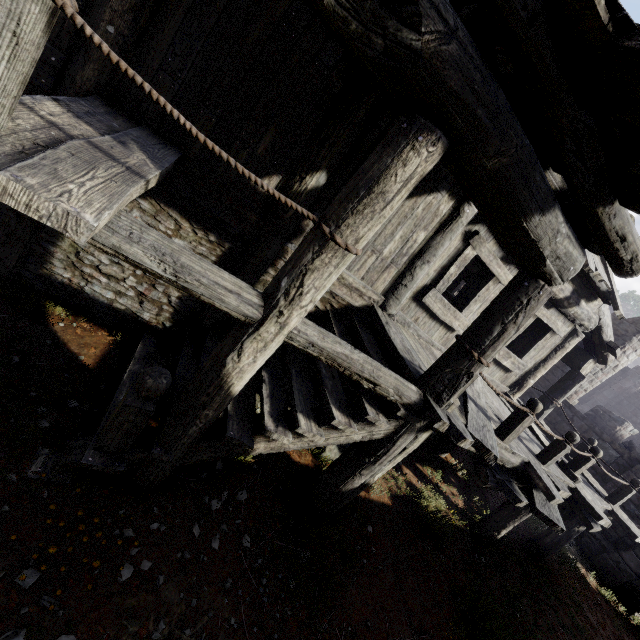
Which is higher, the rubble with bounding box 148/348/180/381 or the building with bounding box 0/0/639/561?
the building with bounding box 0/0/639/561

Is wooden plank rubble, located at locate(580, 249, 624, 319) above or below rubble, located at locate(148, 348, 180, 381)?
above

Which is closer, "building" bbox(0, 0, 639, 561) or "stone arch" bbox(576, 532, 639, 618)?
"building" bbox(0, 0, 639, 561)

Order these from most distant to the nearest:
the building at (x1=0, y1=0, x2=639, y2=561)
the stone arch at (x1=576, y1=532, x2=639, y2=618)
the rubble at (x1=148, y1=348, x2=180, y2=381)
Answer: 1. the stone arch at (x1=576, y1=532, x2=639, y2=618)
2. the rubble at (x1=148, y1=348, x2=180, y2=381)
3. the building at (x1=0, y1=0, x2=639, y2=561)

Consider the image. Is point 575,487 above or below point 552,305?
below

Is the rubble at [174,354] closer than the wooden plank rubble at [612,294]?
Yes

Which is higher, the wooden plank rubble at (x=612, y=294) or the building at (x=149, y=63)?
the wooden plank rubble at (x=612, y=294)

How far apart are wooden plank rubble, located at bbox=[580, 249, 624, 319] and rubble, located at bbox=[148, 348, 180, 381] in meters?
5.0
